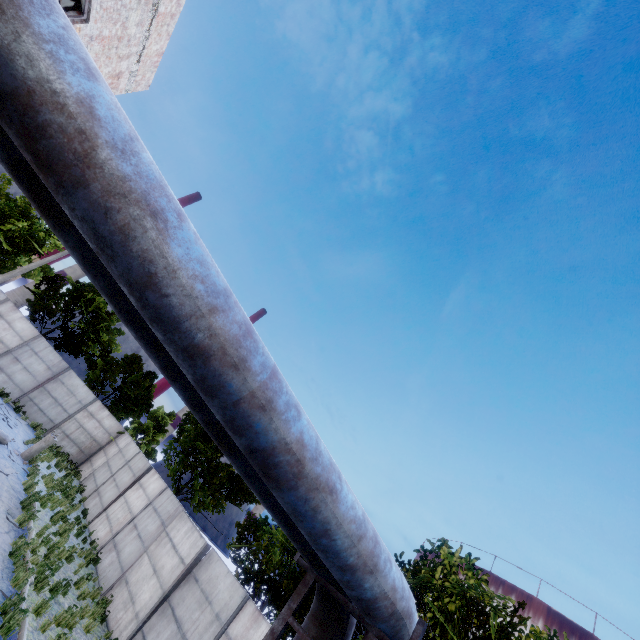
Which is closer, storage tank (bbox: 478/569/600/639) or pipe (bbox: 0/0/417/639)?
pipe (bbox: 0/0/417/639)

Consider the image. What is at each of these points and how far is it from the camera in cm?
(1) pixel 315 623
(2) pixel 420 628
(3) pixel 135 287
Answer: (1) pipe, 394
(2) pipe holder, 310
(3) pipe, 188

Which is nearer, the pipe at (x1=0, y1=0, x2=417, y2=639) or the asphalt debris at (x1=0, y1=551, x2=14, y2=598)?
the pipe at (x1=0, y1=0, x2=417, y2=639)

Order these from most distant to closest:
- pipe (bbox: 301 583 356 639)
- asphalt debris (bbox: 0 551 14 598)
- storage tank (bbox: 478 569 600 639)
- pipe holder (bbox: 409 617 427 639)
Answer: storage tank (bbox: 478 569 600 639), asphalt debris (bbox: 0 551 14 598), pipe (bbox: 301 583 356 639), pipe holder (bbox: 409 617 427 639)

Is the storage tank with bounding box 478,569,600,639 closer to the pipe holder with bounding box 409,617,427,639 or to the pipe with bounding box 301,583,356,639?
the pipe with bounding box 301,583,356,639

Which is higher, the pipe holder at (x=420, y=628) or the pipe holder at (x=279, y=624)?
the pipe holder at (x=420, y=628)

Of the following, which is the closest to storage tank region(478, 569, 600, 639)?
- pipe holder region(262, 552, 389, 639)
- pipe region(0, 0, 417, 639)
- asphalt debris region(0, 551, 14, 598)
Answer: pipe region(0, 0, 417, 639)

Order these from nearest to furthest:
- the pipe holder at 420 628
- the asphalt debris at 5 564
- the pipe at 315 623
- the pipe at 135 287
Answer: the pipe at 135 287 < the pipe holder at 420 628 < the pipe at 315 623 < the asphalt debris at 5 564
